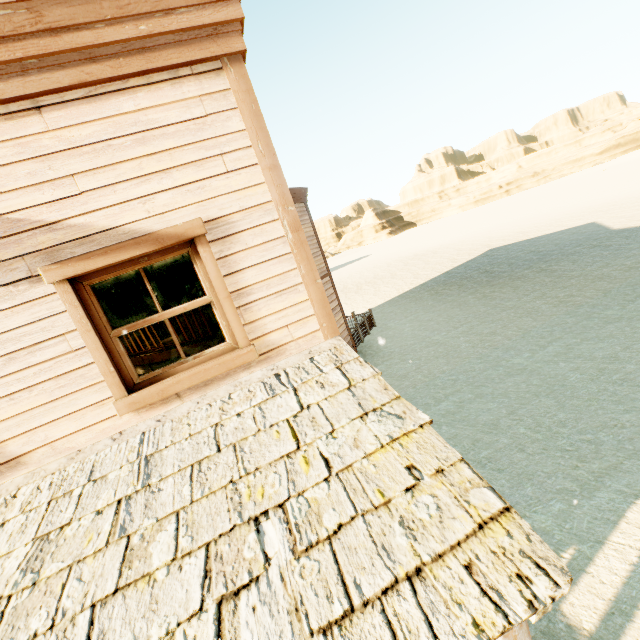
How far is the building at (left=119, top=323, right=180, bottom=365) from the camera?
8.7 meters

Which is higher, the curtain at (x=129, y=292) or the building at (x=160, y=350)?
the curtain at (x=129, y=292)

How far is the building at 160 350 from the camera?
8.7 meters

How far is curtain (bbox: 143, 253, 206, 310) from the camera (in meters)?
2.97

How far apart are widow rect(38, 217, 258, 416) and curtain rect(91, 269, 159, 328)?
0.02m

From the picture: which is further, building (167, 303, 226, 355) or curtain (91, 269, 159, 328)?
building (167, 303, 226, 355)

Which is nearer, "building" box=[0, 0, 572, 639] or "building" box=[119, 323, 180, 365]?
"building" box=[0, 0, 572, 639]

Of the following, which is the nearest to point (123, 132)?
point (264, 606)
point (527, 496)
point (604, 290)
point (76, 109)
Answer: point (76, 109)
